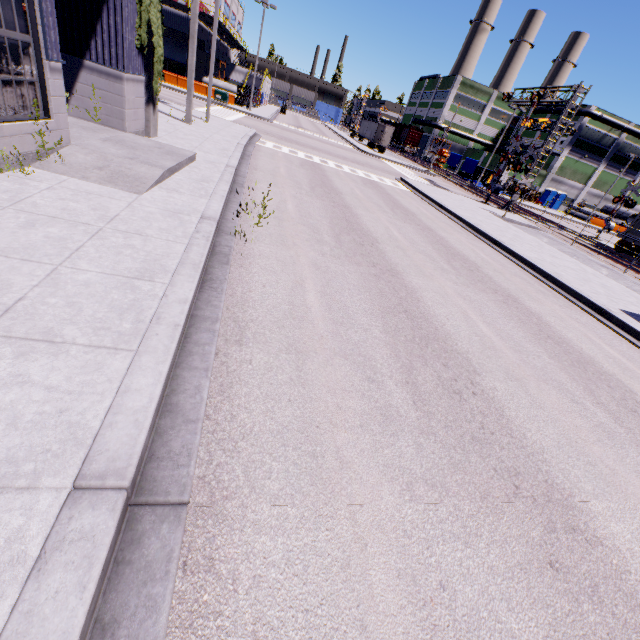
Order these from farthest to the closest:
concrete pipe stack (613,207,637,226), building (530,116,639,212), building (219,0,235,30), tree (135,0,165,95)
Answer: concrete pipe stack (613,207,637,226)
building (530,116,639,212)
building (219,0,235,30)
tree (135,0,165,95)

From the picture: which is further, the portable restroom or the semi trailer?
the portable restroom

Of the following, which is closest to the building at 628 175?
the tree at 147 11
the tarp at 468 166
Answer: the tree at 147 11

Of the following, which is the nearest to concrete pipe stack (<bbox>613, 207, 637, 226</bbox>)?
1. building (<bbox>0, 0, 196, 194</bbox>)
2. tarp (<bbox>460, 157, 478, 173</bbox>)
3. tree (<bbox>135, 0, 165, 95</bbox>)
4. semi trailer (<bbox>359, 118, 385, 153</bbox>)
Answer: building (<bbox>0, 0, 196, 194</bbox>)

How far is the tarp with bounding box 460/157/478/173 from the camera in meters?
48.5

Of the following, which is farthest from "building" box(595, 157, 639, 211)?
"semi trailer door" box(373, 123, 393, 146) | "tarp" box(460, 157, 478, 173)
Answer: "semi trailer door" box(373, 123, 393, 146)

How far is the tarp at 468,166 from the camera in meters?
48.5

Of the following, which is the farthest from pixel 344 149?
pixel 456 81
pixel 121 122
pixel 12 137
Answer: pixel 456 81
